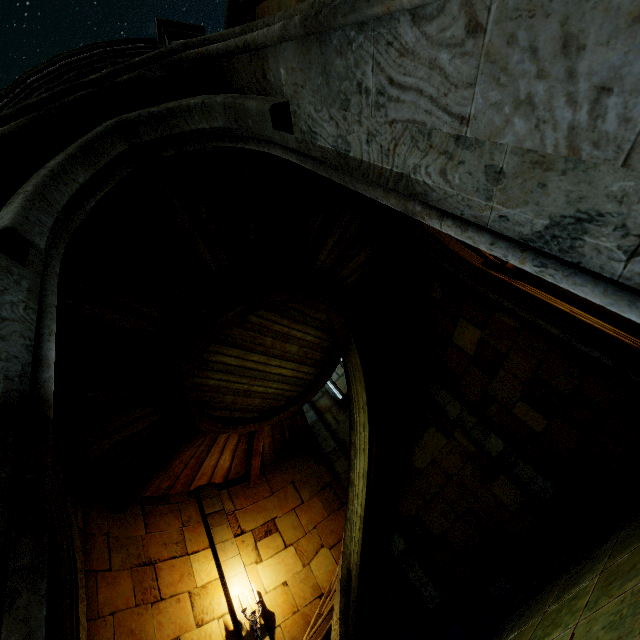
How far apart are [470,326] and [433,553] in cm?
534
